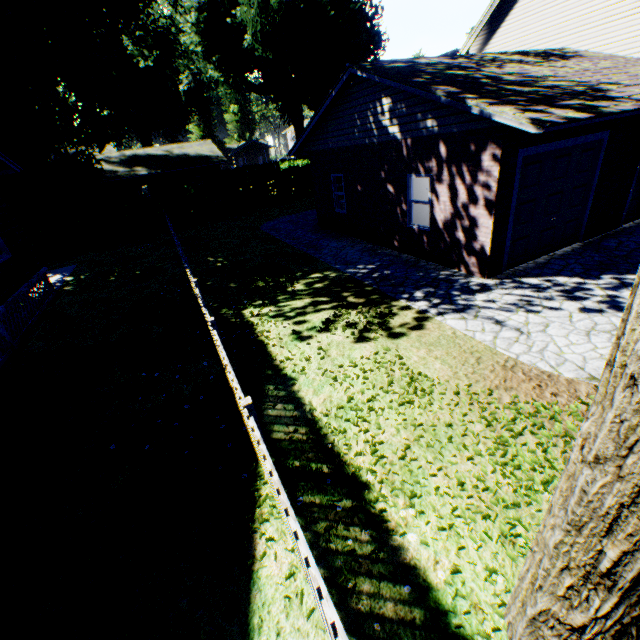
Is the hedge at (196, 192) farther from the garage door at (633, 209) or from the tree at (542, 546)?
the tree at (542, 546)

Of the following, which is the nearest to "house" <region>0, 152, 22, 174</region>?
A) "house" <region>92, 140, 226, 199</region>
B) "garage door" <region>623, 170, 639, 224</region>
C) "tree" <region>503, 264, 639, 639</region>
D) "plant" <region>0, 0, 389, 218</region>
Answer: "plant" <region>0, 0, 389, 218</region>

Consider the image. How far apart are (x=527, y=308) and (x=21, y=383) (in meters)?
11.35

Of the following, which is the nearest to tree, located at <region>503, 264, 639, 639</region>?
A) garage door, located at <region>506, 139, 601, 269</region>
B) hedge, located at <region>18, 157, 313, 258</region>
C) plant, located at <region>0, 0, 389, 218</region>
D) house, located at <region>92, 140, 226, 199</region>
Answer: garage door, located at <region>506, 139, 601, 269</region>

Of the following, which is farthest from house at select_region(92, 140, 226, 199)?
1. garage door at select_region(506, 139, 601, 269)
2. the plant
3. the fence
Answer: garage door at select_region(506, 139, 601, 269)

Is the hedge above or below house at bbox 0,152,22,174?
below

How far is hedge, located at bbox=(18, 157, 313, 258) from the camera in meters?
19.5

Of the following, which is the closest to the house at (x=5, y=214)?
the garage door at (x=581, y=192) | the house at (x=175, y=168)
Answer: the garage door at (x=581, y=192)
